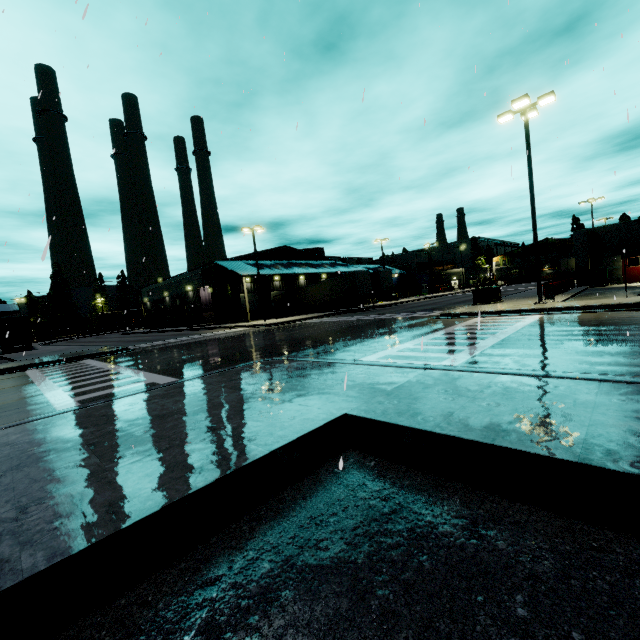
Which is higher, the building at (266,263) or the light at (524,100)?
the light at (524,100)

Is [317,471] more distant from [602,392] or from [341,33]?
[341,33]

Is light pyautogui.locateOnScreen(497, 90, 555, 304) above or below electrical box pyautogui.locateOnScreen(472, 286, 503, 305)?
above

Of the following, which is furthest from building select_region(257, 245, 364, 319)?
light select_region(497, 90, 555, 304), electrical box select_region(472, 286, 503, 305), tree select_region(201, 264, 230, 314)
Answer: electrical box select_region(472, 286, 503, 305)

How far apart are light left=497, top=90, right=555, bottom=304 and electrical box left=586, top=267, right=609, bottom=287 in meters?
15.4 m

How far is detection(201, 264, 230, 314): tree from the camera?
40.1m

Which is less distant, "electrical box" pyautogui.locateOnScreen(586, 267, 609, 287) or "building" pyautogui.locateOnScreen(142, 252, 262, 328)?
"electrical box" pyautogui.locateOnScreen(586, 267, 609, 287)

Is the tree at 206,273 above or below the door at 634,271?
above
